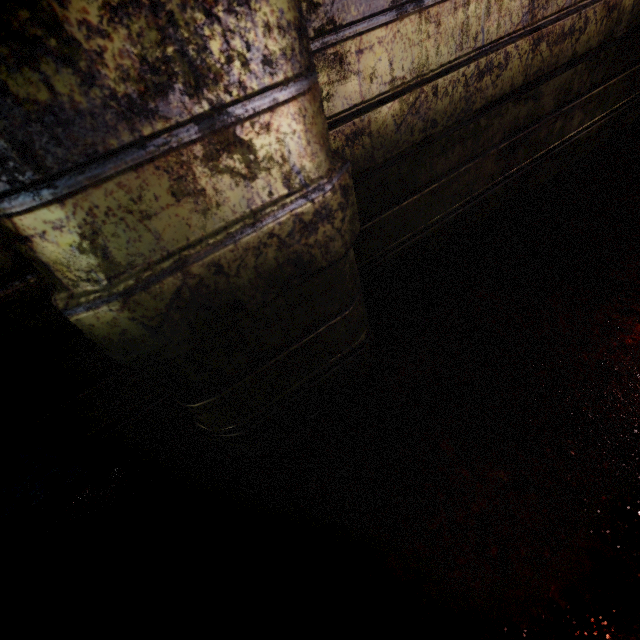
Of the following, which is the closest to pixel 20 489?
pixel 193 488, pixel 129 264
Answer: pixel 193 488
